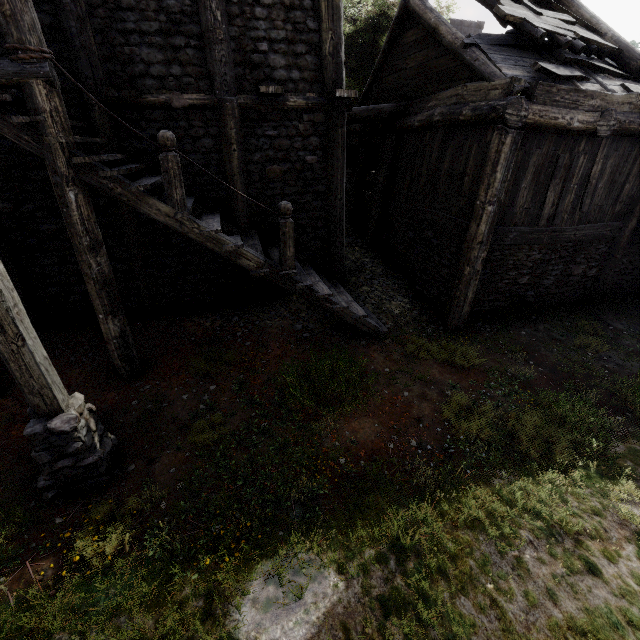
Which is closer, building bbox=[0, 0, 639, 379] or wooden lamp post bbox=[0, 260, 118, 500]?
Result: wooden lamp post bbox=[0, 260, 118, 500]

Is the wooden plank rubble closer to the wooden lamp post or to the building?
the building

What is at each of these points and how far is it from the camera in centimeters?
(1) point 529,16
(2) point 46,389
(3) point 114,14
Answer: (1) wooden plank rubble, 709cm
(2) wooden lamp post, 391cm
(3) building, 582cm

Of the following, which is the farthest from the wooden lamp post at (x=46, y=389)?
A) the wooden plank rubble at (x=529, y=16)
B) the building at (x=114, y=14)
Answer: the wooden plank rubble at (x=529, y=16)

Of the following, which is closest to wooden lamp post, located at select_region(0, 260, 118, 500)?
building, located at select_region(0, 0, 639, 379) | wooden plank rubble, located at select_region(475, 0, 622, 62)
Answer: building, located at select_region(0, 0, 639, 379)

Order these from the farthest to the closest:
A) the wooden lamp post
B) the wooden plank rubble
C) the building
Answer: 1. the wooden plank rubble
2. the building
3. the wooden lamp post
